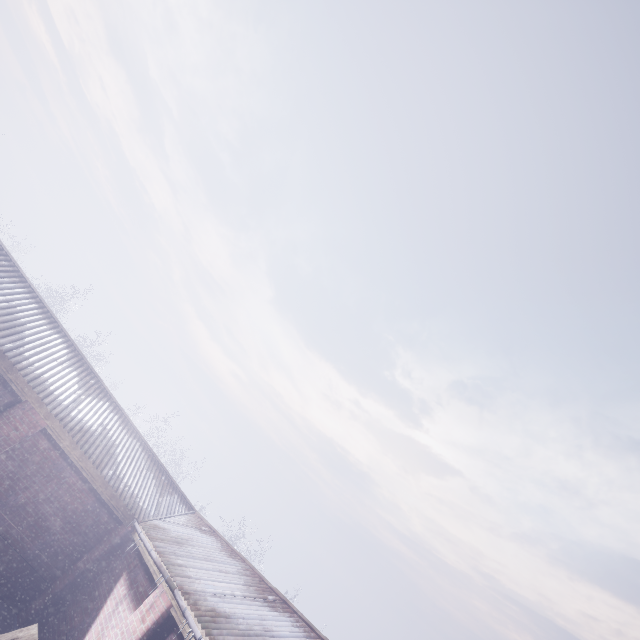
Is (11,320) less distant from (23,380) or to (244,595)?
(23,380)
